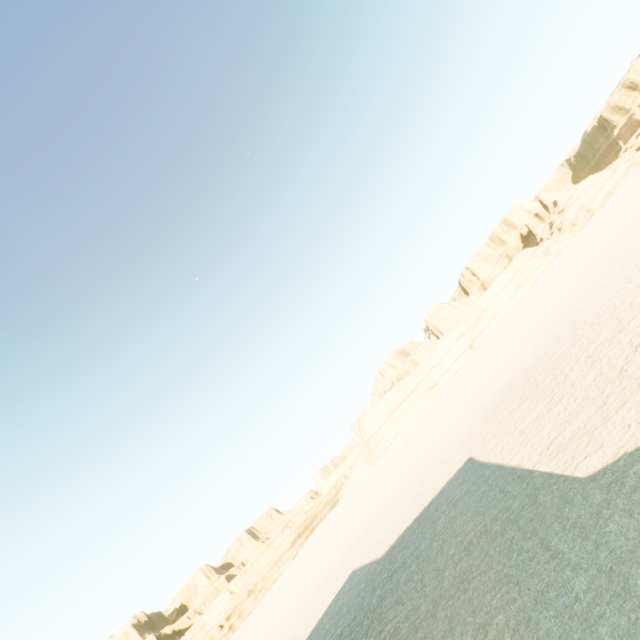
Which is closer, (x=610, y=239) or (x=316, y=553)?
(x=610, y=239)
